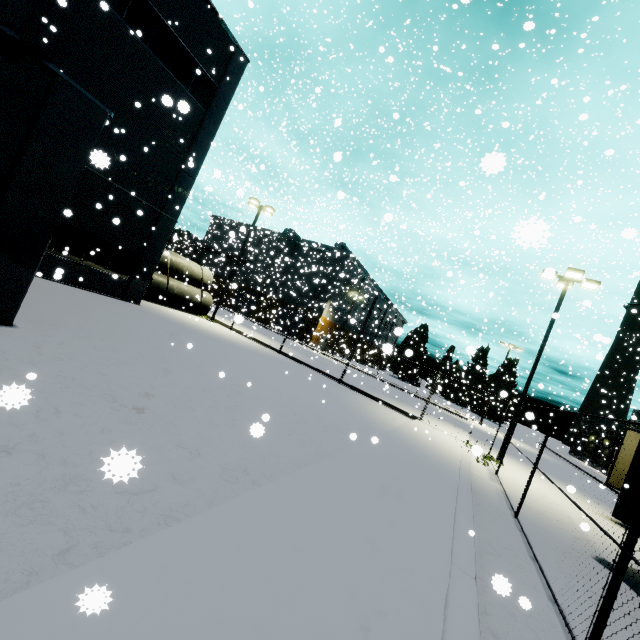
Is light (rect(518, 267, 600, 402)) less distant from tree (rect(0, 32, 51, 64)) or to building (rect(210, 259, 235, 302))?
building (rect(210, 259, 235, 302))

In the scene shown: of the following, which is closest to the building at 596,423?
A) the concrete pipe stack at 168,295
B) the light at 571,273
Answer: the concrete pipe stack at 168,295

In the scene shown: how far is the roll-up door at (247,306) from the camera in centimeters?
4422cm

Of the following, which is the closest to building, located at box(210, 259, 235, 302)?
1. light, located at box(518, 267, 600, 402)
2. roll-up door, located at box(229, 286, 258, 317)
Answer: roll-up door, located at box(229, 286, 258, 317)

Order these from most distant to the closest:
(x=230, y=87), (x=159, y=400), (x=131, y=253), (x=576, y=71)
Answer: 1. (x=576, y=71)
2. (x=230, y=87)
3. (x=131, y=253)
4. (x=159, y=400)

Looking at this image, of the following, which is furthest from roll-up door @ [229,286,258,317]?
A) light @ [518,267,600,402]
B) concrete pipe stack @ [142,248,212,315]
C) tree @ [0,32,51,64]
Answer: tree @ [0,32,51,64]

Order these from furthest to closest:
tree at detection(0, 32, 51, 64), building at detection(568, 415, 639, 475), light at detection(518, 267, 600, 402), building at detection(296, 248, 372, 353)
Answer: building at detection(568, 415, 639, 475), building at detection(296, 248, 372, 353), light at detection(518, 267, 600, 402), tree at detection(0, 32, 51, 64)

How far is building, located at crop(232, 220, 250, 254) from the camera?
12.8 meters
